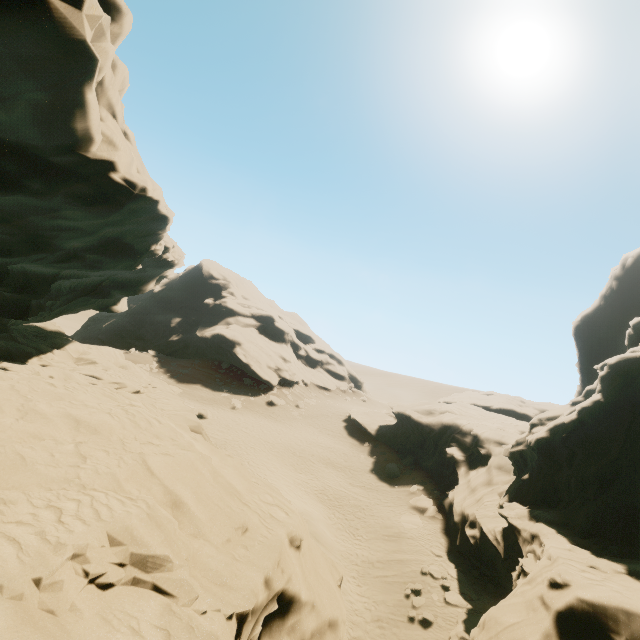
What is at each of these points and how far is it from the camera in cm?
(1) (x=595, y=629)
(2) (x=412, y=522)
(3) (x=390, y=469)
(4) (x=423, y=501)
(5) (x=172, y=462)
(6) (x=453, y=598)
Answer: (1) rock, 803
(2) rock, 2311
(3) rock, 3080
(4) rock, 2525
(5) rock, 753
(6) rock, 1638

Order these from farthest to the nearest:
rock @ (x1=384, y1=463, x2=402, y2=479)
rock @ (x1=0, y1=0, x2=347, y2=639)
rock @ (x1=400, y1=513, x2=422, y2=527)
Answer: rock @ (x1=384, y1=463, x2=402, y2=479)
rock @ (x1=400, y1=513, x2=422, y2=527)
rock @ (x1=0, y1=0, x2=347, y2=639)

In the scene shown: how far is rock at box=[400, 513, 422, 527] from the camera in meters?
22.7

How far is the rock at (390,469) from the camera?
30.34m

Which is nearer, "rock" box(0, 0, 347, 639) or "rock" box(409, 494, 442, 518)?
"rock" box(0, 0, 347, 639)

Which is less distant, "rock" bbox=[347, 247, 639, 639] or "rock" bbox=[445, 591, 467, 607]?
"rock" bbox=[347, 247, 639, 639]
